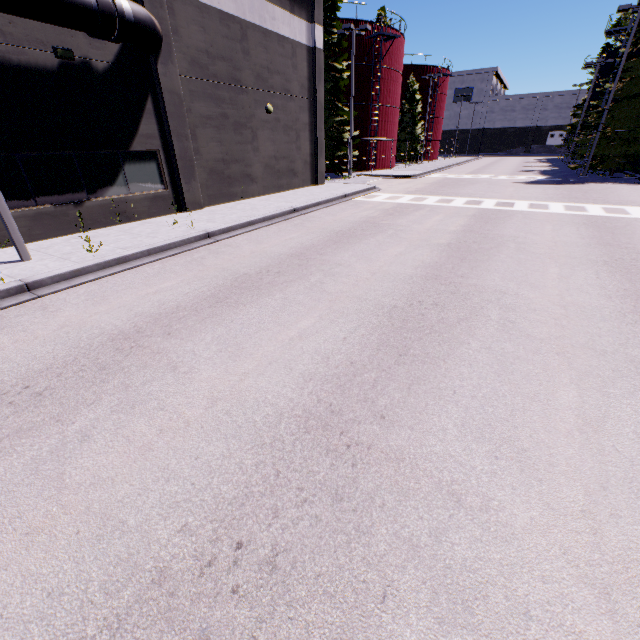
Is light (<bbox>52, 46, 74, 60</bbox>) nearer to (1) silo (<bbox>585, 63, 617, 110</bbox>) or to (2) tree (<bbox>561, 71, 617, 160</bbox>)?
(2) tree (<bbox>561, 71, 617, 160</bbox>)

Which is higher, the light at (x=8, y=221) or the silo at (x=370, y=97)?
the silo at (x=370, y=97)

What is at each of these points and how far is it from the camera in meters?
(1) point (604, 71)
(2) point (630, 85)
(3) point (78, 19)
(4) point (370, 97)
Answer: (1) silo, 40.9 m
(2) tree, 22.2 m
(3) pipe, 8.5 m
(4) silo, 31.5 m

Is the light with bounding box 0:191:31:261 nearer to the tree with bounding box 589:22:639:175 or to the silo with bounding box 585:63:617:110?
the tree with bounding box 589:22:639:175

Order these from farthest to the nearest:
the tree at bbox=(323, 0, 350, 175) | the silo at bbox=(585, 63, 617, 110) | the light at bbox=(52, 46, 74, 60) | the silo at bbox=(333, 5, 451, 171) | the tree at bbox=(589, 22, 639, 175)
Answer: the silo at bbox=(585, 63, 617, 110) < the silo at bbox=(333, 5, 451, 171) < the tree at bbox=(323, 0, 350, 175) < the tree at bbox=(589, 22, 639, 175) < the light at bbox=(52, 46, 74, 60)

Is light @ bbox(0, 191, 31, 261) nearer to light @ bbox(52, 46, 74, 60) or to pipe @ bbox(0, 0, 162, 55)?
pipe @ bbox(0, 0, 162, 55)

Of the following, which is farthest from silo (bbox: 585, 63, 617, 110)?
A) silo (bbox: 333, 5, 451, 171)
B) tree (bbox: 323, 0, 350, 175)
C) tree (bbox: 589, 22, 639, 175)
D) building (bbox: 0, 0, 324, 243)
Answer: building (bbox: 0, 0, 324, 243)

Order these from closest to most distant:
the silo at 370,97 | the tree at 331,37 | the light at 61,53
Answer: the light at 61,53
the tree at 331,37
the silo at 370,97
